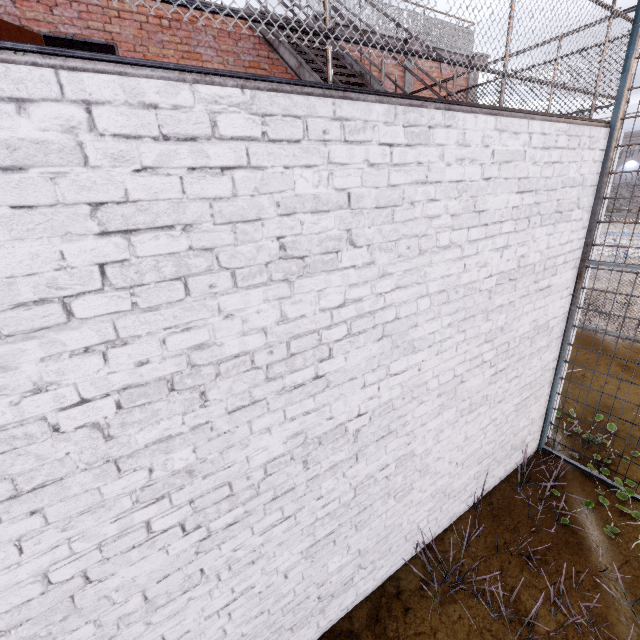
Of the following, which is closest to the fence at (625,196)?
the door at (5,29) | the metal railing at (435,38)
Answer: the metal railing at (435,38)

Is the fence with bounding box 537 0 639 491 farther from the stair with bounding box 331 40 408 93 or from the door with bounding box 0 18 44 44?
the door with bounding box 0 18 44 44

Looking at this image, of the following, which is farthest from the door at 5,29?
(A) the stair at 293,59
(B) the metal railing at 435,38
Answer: (A) the stair at 293,59

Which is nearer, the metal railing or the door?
the metal railing

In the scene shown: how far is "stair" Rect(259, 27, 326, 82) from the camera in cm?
503

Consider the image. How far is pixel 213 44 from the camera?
6.3 meters

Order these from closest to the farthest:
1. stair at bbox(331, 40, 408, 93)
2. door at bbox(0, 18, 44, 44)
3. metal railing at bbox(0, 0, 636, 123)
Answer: metal railing at bbox(0, 0, 636, 123), stair at bbox(331, 40, 408, 93), door at bbox(0, 18, 44, 44)
